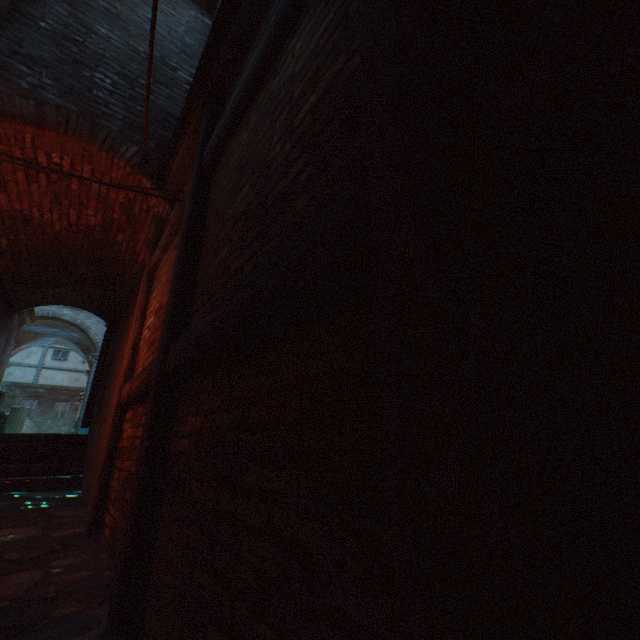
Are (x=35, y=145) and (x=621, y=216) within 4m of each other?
no

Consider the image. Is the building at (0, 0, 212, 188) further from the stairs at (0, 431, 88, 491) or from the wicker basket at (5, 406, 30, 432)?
the wicker basket at (5, 406, 30, 432)

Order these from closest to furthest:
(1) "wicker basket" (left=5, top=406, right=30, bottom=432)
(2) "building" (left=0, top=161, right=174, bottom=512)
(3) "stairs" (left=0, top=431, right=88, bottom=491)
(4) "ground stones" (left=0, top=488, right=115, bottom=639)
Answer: (4) "ground stones" (left=0, top=488, right=115, bottom=639), (2) "building" (left=0, top=161, right=174, bottom=512), (3) "stairs" (left=0, top=431, right=88, bottom=491), (1) "wicker basket" (left=5, top=406, right=30, bottom=432)

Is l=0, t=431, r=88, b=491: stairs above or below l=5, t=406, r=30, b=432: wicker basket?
below

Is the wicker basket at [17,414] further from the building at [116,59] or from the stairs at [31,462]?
the stairs at [31,462]

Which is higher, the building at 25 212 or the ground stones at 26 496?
the building at 25 212

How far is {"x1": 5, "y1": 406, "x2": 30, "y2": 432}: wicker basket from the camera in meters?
10.8 m

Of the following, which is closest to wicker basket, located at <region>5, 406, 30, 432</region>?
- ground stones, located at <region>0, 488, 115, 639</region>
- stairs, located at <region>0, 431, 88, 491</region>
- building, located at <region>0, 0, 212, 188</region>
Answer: building, located at <region>0, 0, 212, 188</region>
